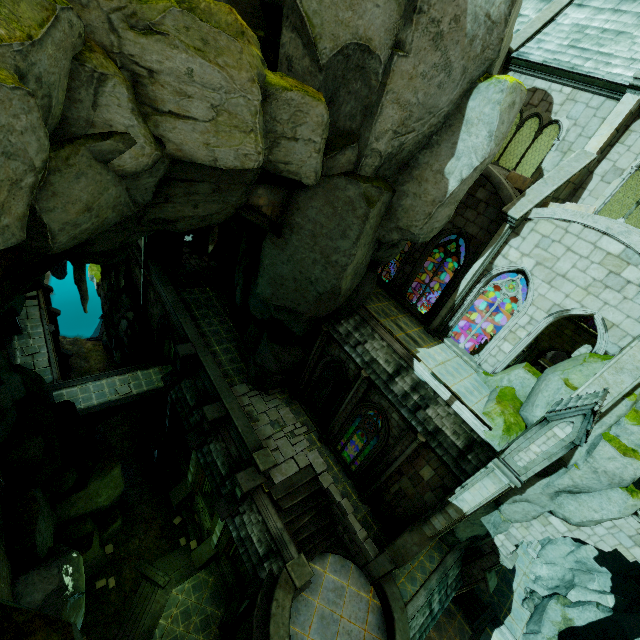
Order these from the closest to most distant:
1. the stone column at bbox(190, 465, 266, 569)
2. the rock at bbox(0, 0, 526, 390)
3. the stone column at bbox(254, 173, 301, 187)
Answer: the rock at bbox(0, 0, 526, 390)
the stone column at bbox(254, 173, 301, 187)
the stone column at bbox(190, 465, 266, 569)

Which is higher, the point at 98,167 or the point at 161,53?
the point at 161,53

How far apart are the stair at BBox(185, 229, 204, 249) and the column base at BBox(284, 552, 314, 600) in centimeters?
2397cm

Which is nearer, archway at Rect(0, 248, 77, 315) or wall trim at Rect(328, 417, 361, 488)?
archway at Rect(0, 248, 77, 315)

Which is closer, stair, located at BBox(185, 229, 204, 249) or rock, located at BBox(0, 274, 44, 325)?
rock, located at BBox(0, 274, 44, 325)

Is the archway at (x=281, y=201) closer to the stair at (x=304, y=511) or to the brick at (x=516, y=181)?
the brick at (x=516, y=181)

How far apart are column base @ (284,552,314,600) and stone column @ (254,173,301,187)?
14.9 meters

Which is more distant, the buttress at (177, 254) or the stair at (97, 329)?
the stair at (97, 329)
